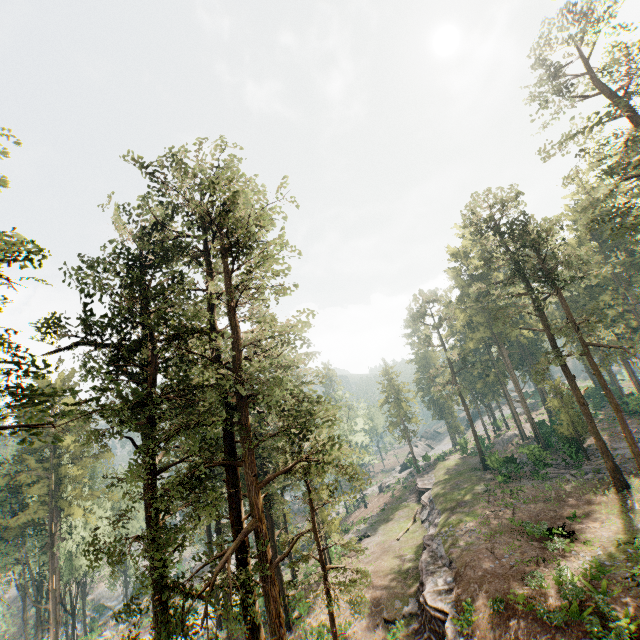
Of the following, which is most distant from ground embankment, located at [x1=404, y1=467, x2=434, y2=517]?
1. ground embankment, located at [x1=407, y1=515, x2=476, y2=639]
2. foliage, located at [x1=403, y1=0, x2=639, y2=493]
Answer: ground embankment, located at [x1=407, y1=515, x2=476, y2=639]

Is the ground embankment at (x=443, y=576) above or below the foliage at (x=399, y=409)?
below

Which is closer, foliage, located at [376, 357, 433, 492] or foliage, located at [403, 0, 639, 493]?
foliage, located at [403, 0, 639, 493]

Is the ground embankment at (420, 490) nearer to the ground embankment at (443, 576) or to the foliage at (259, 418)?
the foliage at (259, 418)

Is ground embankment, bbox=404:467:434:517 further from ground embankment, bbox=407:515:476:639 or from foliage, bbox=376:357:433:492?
ground embankment, bbox=407:515:476:639

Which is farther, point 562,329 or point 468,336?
point 468,336

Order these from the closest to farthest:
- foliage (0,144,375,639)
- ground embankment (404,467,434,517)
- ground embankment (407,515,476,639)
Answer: foliage (0,144,375,639) < ground embankment (407,515,476,639) < ground embankment (404,467,434,517)
